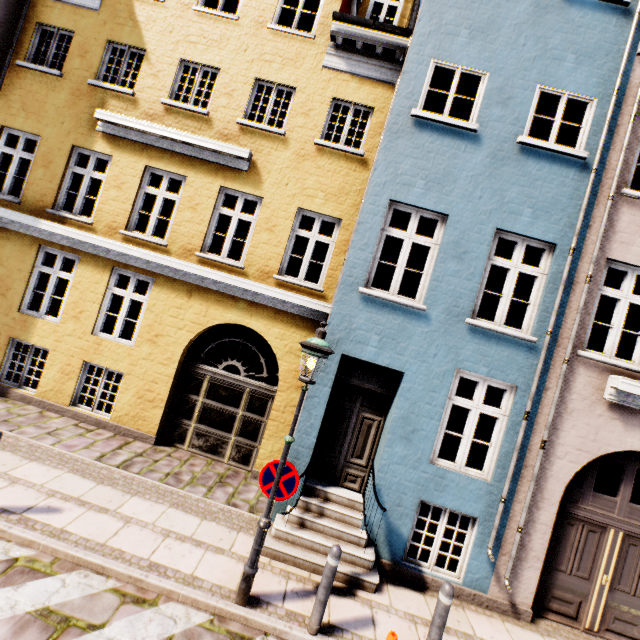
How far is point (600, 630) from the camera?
5.7m

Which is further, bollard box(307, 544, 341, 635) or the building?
the building

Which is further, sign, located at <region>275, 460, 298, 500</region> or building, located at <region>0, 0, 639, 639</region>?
building, located at <region>0, 0, 639, 639</region>

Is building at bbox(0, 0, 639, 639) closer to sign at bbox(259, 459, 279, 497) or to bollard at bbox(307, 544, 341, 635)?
bollard at bbox(307, 544, 341, 635)

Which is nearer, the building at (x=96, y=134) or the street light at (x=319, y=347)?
the street light at (x=319, y=347)

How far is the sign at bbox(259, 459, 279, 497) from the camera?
4.3m

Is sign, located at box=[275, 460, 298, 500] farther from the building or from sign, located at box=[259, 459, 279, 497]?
the building

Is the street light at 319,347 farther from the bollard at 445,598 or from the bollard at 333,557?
the bollard at 445,598
